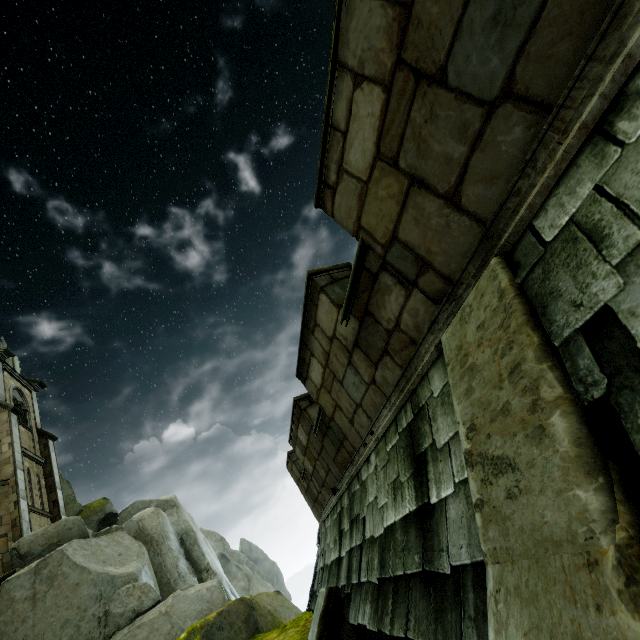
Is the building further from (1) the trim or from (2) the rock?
(1) the trim

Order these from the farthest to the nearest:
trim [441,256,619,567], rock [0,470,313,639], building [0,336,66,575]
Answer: building [0,336,66,575] < rock [0,470,313,639] < trim [441,256,619,567]

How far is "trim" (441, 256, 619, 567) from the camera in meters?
1.1 m

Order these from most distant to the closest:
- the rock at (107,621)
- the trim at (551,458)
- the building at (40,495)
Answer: the building at (40,495) < the rock at (107,621) < the trim at (551,458)

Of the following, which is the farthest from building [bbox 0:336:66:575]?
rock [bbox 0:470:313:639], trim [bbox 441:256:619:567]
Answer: trim [bbox 441:256:619:567]

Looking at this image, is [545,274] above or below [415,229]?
below

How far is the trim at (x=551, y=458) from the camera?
1.1m
